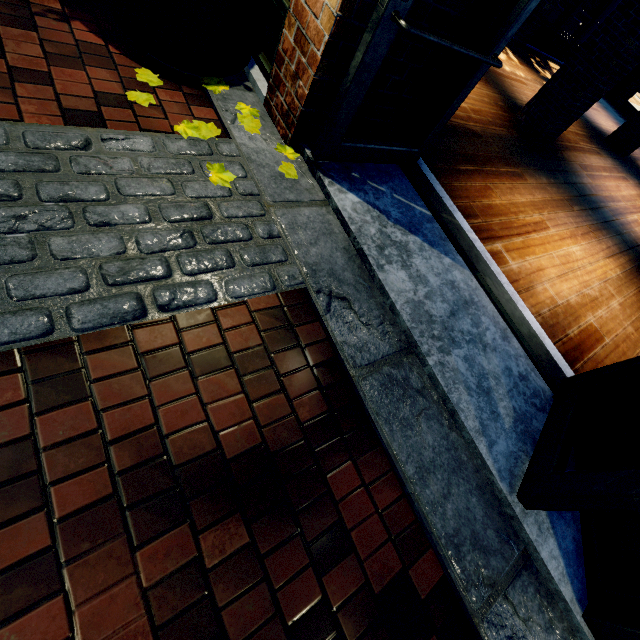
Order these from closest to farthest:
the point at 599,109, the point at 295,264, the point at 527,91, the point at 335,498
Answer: the point at 335,498 < the point at 295,264 < the point at 527,91 < the point at 599,109

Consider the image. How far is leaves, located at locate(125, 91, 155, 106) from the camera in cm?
207

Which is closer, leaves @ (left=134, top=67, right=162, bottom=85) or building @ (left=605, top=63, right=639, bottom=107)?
leaves @ (left=134, top=67, right=162, bottom=85)

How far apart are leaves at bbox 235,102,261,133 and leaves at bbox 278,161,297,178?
0.2 meters

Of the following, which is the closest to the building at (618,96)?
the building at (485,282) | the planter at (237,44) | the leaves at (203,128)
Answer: the planter at (237,44)

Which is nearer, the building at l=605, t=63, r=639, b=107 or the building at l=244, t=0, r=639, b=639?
the building at l=244, t=0, r=639, b=639

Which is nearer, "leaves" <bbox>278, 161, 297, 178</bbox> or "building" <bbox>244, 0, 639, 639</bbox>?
"building" <bbox>244, 0, 639, 639</bbox>

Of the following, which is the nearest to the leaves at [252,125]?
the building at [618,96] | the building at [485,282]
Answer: the building at [618,96]
